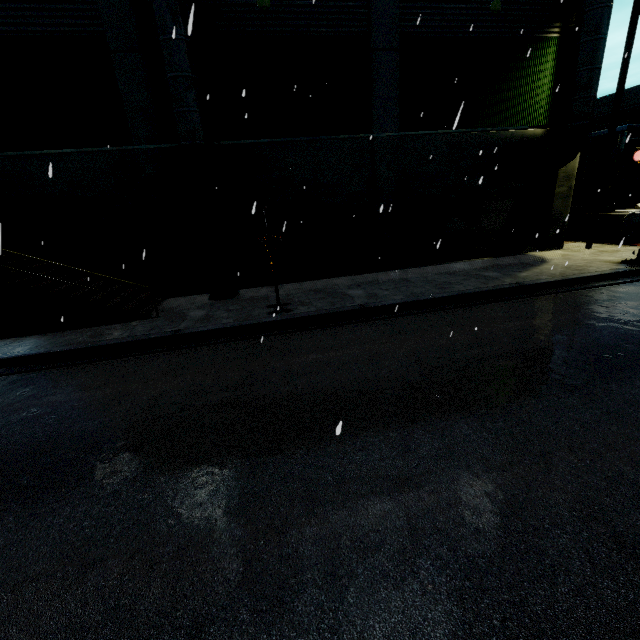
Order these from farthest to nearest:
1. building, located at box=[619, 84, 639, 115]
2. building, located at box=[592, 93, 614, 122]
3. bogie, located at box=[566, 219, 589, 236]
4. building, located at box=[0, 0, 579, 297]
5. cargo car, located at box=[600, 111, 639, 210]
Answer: building, located at box=[592, 93, 614, 122] < building, located at box=[619, 84, 639, 115] < bogie, located at box=[566, 219, 589, 236] < cargo car, located at box=[600, 111, 639, 210] < building, located at box=[0, 0, 579, 297]

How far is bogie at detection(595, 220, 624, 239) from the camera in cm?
1426

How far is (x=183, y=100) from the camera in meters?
8.9 m

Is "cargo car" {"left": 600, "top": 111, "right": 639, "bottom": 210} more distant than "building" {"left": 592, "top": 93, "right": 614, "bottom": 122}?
No

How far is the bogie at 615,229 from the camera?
14.3m

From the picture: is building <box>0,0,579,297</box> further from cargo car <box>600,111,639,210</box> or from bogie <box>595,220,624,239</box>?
bogie <box>595,220,624,239</box>

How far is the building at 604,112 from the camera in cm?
4875

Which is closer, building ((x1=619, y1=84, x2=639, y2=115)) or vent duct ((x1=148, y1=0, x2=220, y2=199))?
vent duct ((x1=148, y1=0, x2=220, y2=199))
